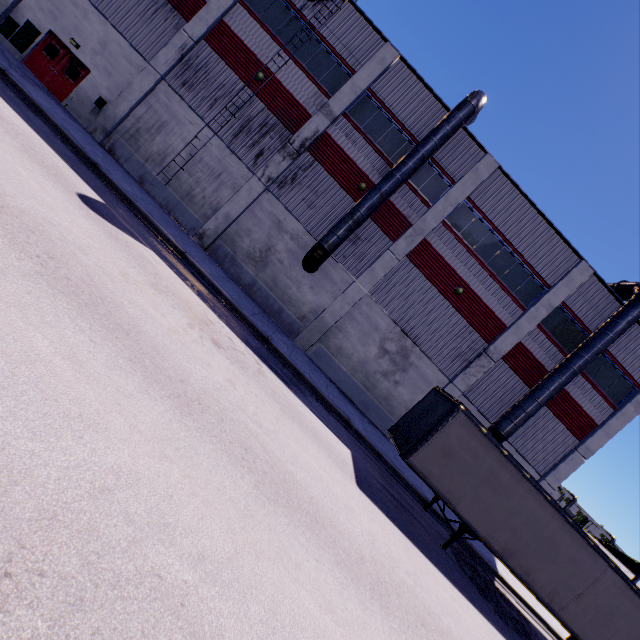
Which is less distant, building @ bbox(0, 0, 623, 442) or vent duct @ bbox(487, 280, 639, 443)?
vent duct @ bbox(487, 280, 639, 443)

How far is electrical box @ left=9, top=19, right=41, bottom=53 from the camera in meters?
17.0

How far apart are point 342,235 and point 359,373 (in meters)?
7.80

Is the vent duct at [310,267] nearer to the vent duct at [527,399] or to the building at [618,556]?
the building at [618,556]

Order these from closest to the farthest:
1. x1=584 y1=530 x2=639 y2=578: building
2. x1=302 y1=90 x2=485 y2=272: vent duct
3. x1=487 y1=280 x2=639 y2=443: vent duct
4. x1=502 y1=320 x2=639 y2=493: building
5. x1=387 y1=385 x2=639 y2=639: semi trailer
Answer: x1=387 y1=385 x2=639 y2=639: semi trailer → x1=302 y1=90 x2=485 y2=272: vent duct → x1=487 y1=280 x2=639 y2=443: vent duct → x1=502 y1=320 x2=639 y2=493: building → x1=584 y1=530 x2=639 y2=578: building

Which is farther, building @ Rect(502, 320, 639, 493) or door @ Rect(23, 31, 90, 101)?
building @ Rect(502, 320, 639, 493)

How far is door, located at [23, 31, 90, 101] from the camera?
17.3 meters

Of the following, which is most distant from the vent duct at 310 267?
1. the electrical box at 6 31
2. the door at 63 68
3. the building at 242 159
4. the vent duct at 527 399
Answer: the vent duct at 527 399
